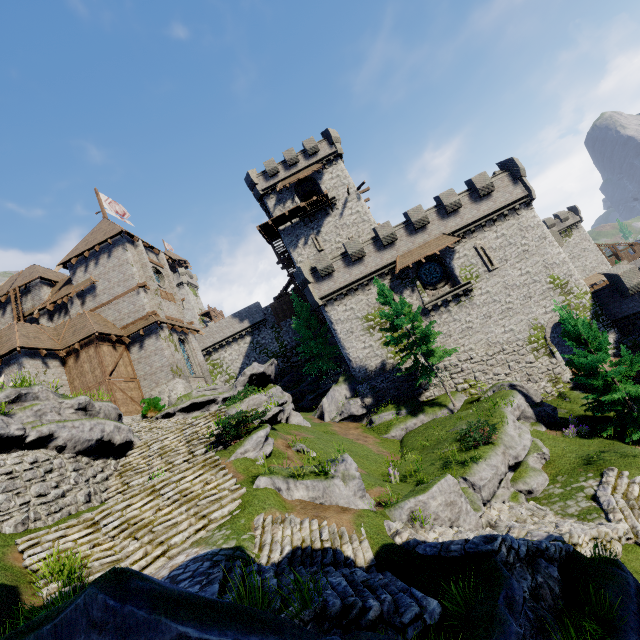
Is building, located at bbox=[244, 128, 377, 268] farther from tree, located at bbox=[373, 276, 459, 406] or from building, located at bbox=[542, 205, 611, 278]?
building, located at bbox=[542, 205, 611, 278]

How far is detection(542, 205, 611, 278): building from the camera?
55.3 meters

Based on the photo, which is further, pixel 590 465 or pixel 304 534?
pixel 590 465

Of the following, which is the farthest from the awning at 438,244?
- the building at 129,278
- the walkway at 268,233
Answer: the building at 129,278

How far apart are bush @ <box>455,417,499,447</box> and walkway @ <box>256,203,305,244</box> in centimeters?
2590cm

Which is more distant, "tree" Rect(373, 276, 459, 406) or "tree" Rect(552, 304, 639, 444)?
"tree" Rect(373, 276, 459, 406)

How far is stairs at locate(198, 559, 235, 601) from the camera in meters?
5.1 m

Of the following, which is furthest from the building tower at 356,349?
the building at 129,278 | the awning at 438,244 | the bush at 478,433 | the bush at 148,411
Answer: the bush at 148,411
